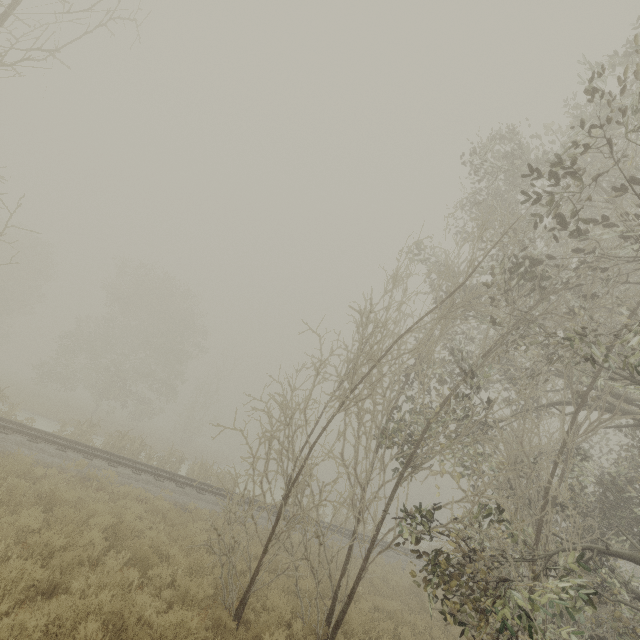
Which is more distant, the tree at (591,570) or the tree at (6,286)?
the tree at (6,286)

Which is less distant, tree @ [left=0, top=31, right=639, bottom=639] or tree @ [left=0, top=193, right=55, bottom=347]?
tree @ [left=0, top=31, right=639, bottom=639]

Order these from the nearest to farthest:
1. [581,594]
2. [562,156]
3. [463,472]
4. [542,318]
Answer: [581,594] → [542,318] → [463,472] → [562,156]
